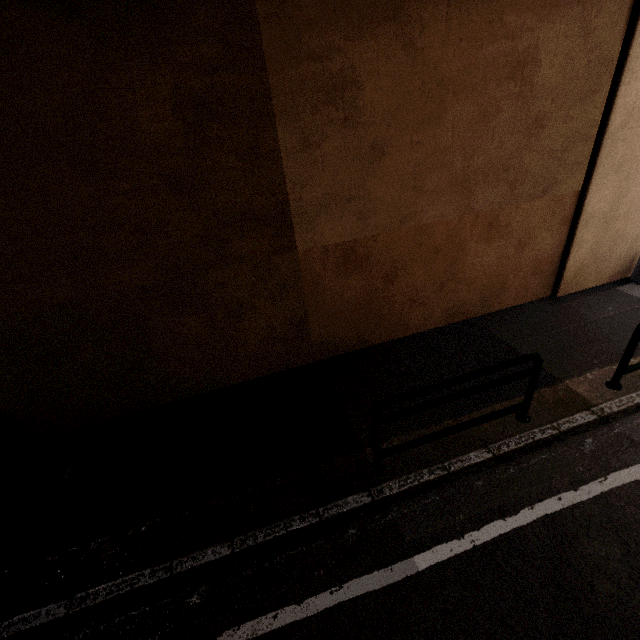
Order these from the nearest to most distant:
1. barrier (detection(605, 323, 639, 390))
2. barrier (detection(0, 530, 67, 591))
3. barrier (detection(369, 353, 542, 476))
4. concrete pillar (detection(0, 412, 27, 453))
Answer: barrier (detection(0, 530, 67, 591)) < barrier (detection(369, 353, 542, 476)) < barrier (detection(605, 323, 639, 390)) < concrete pillar (detection(0, 412, 27, 453))

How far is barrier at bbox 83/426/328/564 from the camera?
2.80m

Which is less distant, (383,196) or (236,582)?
(236,582)

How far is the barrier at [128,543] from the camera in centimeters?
280cm

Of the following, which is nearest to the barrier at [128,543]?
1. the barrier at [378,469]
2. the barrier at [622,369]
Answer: the barrier at [378,469]

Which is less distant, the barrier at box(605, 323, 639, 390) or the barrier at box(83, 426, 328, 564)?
the barrier at box(83, 426, 328, 564)

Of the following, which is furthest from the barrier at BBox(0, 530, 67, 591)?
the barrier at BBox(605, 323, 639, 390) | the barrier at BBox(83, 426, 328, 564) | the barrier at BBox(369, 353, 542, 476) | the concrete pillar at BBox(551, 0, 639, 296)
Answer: the barrier at BBox(605, 323, 639, 390)

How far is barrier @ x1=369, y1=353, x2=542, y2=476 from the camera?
3.26m
